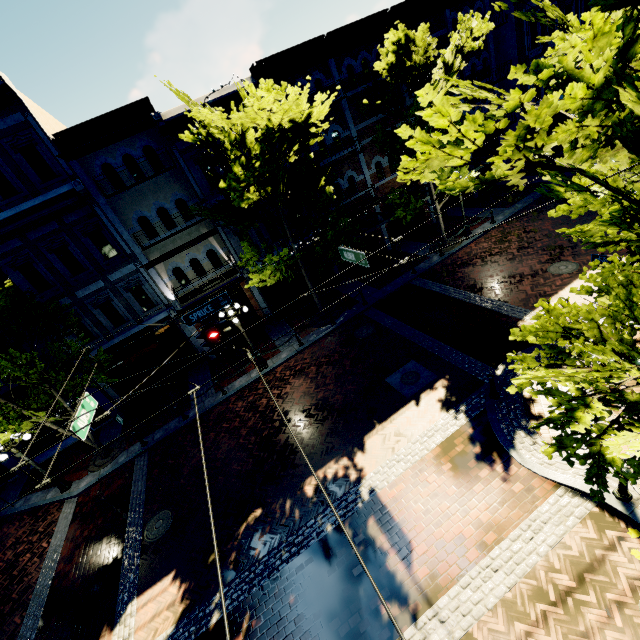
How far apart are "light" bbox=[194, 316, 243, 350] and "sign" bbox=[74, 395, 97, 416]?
3.27m

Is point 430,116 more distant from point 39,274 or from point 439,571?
point 39,274

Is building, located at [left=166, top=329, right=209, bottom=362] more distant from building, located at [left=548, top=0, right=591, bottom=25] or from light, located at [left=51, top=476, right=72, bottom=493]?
light, located at [left=51, top=476, right=72, bottom=493]

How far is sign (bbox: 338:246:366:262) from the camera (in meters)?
9.41

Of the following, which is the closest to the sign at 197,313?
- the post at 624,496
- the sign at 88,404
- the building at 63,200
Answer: the sign at 88,404

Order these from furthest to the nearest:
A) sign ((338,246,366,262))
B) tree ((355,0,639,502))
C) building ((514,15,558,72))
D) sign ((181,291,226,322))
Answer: building ((514,15,558,72)) → sign ((181,291,226,322)) → sign ((338,246,366,262)) → tree ((355,0,639,502))

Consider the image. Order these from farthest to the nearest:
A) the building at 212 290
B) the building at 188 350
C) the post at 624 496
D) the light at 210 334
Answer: the building at 188 350 < the building at 212 290 < the light at 210 334 < the post at 624 496

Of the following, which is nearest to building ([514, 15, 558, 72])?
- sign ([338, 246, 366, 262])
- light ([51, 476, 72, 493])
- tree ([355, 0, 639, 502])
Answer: tree ([355, 0, 639, 502])
